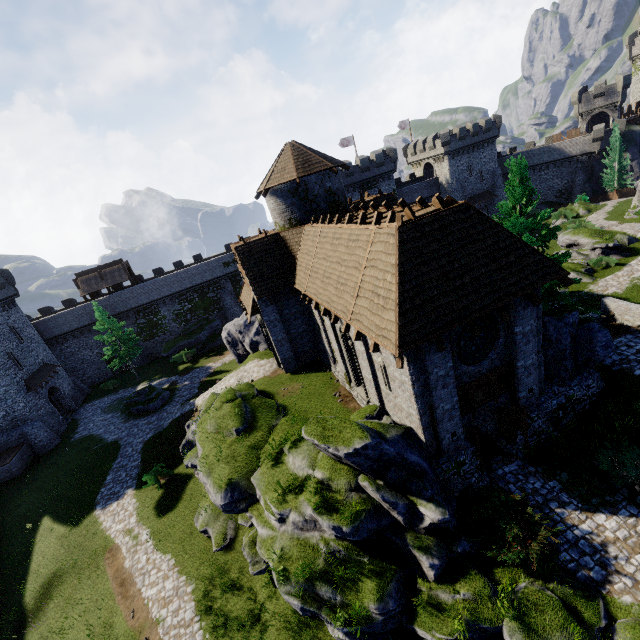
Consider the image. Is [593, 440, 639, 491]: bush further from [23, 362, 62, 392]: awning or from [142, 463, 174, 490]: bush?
[23, 362, 62, 392]: awning

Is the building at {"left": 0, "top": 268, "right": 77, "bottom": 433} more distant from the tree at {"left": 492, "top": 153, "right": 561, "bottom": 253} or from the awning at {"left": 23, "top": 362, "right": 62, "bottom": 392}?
the tree at {"left": 492, "top": 153, "right": 561, "bottom": 253}

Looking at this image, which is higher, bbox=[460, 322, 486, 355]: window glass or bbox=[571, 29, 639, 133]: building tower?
bbox=[571, 29, 639, 133]: building tower

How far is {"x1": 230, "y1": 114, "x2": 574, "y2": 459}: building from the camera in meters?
10.5

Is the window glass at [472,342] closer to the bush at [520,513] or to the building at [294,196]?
the building at [294,196]

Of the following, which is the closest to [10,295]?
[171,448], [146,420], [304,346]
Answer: [146,420]

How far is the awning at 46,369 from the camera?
32.06m

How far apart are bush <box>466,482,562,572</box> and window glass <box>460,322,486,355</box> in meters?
4.9 m
